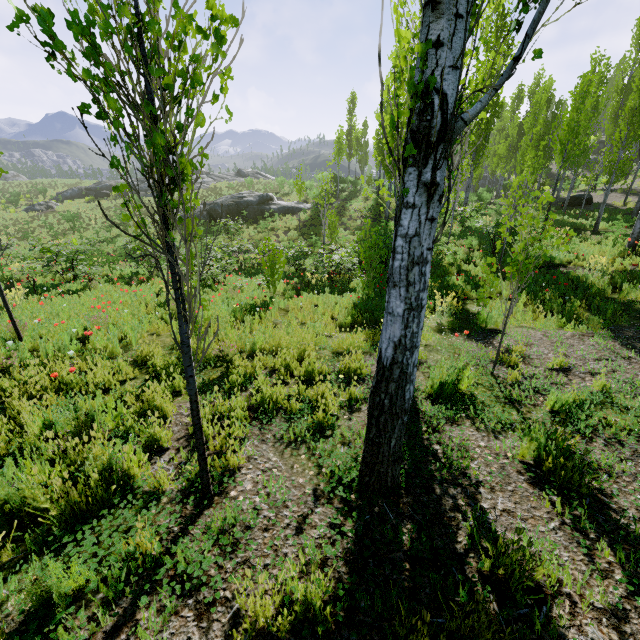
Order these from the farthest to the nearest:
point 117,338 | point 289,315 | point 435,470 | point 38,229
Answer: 1. point 38,229
2. point 289,315
3. point 117,338
4. point 435,470

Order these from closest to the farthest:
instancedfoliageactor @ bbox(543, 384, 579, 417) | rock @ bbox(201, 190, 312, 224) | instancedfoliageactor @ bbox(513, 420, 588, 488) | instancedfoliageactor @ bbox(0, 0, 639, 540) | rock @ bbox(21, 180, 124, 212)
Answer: instancedfoliageactor @ bbox(0, 0, 639, 540) < instancedfoliageactor @ bbox(513, 420, 588, 488) < instancedfoliageactor @ bbox(543, 384, 579, 417) < rock @ bbox(201, 190, 312, 224) < rock @ bbox(21, 180, 124, 212)

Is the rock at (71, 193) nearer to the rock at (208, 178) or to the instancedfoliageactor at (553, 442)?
the instancedfoliageactor at (553, 442)

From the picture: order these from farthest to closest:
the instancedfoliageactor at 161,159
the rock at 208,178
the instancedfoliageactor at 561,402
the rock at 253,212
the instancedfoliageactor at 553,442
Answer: the rock at 208,178, the rock at 253,212, the instancedfoliageactor at 561,402, the instancedfoliageactor at 553,442, the instancedfoliageactor at 161,159

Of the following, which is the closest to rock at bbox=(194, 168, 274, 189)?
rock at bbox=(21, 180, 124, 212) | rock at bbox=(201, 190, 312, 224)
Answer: rock at bbox=(201, 190, 312, 224)

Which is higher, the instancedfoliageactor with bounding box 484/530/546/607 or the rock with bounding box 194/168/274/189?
the rock with bounding box 194/168/274/189

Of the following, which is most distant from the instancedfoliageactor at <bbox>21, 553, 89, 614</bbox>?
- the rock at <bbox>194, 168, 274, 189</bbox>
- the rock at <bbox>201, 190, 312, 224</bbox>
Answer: the rock at <bbox>201, 190, 312, 224</bbox>

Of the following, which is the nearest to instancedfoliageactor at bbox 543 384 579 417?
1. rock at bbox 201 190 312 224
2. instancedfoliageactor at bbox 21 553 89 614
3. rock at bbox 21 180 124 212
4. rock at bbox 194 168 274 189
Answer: rock at bbox 194 168 274 189
